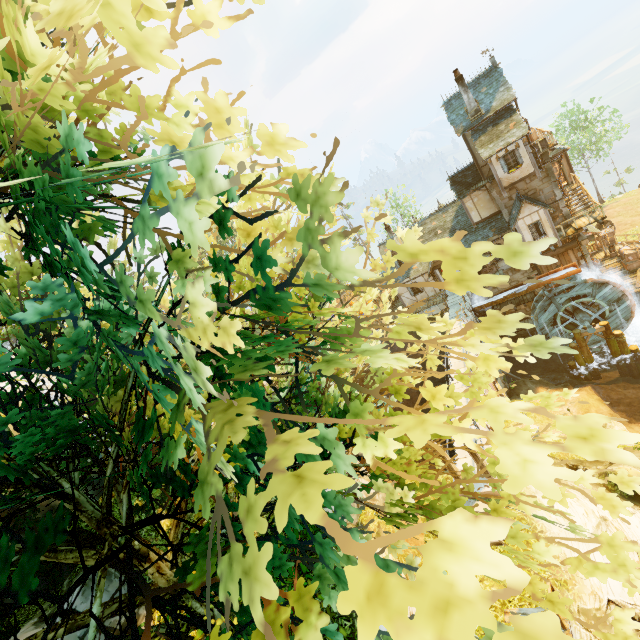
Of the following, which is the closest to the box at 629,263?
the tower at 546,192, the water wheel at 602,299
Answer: the tower at 546,192

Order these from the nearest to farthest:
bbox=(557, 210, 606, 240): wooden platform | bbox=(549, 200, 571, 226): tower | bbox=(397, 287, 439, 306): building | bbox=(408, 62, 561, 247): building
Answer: bbox=(408, 62, 561, 247): building
bbox=(557, 210, 606, 240): wooden platform
bbox=(549, 200, 571, 226): tower
bbox=(397, 287, 439, 306): building

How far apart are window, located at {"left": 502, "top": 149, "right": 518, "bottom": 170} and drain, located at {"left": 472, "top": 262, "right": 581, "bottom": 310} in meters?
8.5 m

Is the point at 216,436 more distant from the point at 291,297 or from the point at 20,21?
the point at 20,21

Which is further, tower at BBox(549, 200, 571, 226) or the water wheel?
tower at BBox(549, 200, 571, 226)

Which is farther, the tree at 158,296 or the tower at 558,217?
the tower at 558,217

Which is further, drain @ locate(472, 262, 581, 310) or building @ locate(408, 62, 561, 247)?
Result: drain @ locate(472, 262, 581, 310)

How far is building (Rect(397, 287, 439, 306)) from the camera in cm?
3091
